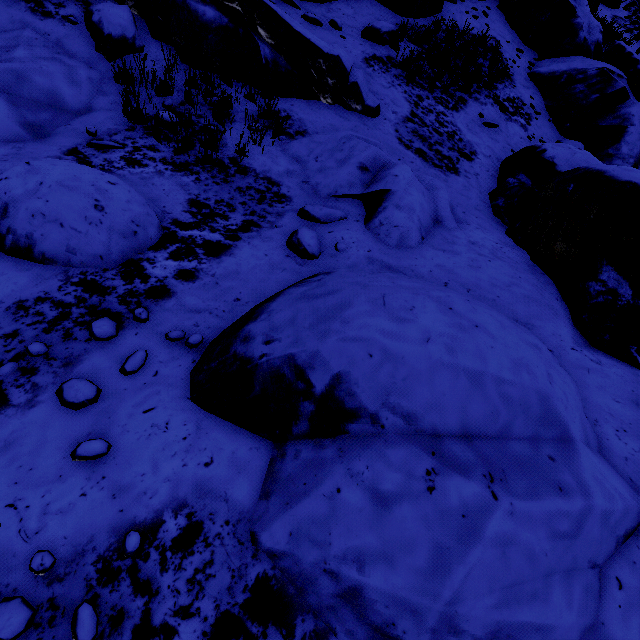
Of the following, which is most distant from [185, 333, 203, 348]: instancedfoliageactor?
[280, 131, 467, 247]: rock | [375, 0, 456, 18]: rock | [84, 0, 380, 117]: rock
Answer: [280, 131, 467, 247]: rock

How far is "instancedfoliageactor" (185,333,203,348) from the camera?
2.7 meters

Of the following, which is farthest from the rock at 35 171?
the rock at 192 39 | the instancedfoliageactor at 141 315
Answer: the instancedfoliageactor at 141 315

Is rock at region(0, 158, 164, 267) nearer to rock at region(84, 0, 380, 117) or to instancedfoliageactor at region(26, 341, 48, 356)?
rock at region(84, 0, 380, 117)

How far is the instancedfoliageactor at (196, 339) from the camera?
2.7 meters

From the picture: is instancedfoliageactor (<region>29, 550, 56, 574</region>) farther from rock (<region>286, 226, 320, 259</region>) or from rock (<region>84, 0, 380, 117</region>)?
rock (<region>286, 226, 320, 259</region>)

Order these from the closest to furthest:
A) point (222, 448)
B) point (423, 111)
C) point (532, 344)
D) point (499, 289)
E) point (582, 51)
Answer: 1. point (222, 448)
2. point (532, 344)
3. point (499, 289)
4. point (423, 111)
5. point (582, 51)

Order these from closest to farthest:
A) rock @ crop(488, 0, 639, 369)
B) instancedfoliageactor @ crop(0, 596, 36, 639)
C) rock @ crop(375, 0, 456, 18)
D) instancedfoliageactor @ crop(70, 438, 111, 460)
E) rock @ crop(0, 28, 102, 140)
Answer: instancedfoliageactor @ crop(0, 596, 36, 639) → instancedfoliageactor @ crop(70, 438, 111, 460) → rock @ crop(488, 0, 639, 369) → rock @ crop(0, 28, 102, 140) → rock @ crop(375, 0, 456, 18)
